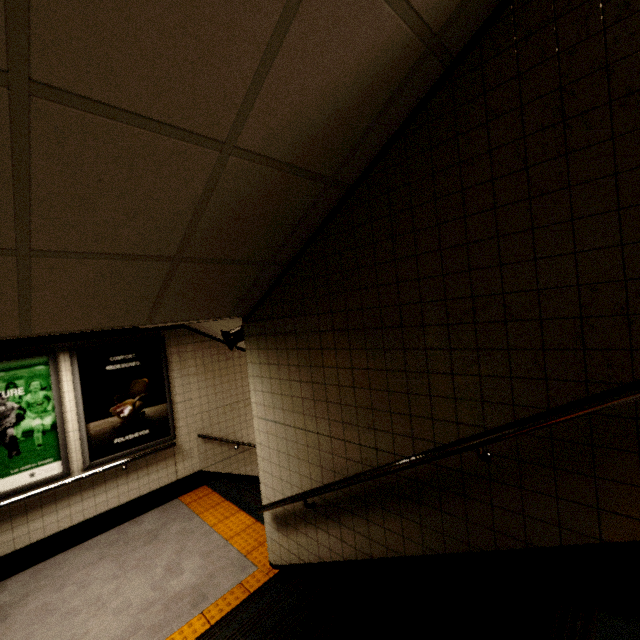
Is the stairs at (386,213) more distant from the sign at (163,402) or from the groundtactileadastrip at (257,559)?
the sign at (163,402)

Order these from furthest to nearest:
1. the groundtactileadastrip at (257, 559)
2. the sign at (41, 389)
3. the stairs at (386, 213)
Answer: the sign at (41, 389), the groundtactileadastrip at (257, 559), the stairs at (386, 213)

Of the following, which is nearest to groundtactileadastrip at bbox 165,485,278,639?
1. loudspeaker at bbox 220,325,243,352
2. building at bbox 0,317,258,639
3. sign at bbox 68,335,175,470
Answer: building at bbox 0,317,258,639

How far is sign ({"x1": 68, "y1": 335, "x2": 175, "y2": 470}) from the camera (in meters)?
4.64

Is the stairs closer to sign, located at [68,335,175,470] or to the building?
the building

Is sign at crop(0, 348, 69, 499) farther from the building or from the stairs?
the stairs

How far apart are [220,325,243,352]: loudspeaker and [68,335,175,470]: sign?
2.2 meters

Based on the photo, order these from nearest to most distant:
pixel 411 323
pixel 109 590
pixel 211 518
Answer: pixel 411 323 < pixel 109 590 < pixel 211 518
